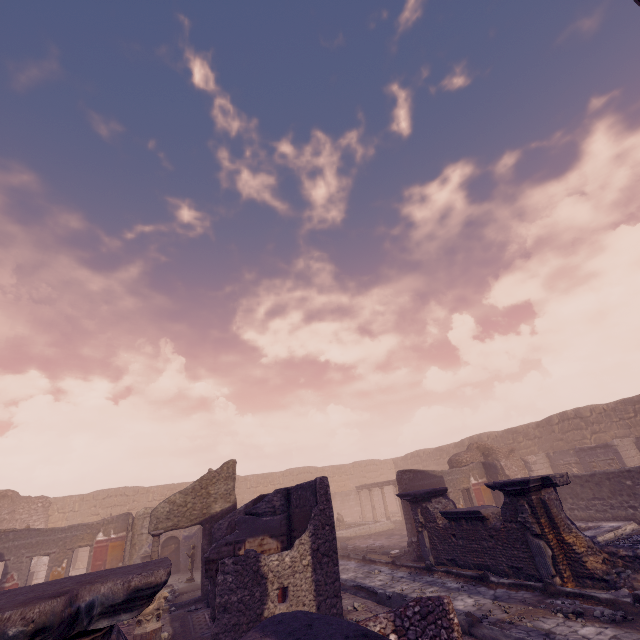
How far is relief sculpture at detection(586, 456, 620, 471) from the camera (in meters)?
15.48

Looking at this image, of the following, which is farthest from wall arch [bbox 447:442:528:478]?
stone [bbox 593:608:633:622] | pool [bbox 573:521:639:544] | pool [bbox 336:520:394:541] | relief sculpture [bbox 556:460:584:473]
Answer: stone [bbox 593:608:633:622]

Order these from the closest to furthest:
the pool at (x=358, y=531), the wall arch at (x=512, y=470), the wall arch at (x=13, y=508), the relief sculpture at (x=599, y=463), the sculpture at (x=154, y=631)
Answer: the sculpture at (x=154, y=631) < the relief sculpture at (x=599, y=463) < the wall arch at (x=512, y=470) < the pool at (x=358, y=531) < the wall arch at (x=13, y=508)

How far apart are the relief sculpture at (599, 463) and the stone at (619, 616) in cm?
1303

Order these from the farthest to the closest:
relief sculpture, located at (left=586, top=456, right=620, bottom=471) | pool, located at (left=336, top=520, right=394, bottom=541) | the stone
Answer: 1. pool, located at (left=336, top=520, right=394, bottom=541)
2. relief sculpture, located at (left=586, top=456, right=620, bottom=471)
3. the stone

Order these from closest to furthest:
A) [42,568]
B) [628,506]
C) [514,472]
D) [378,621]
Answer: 1. [378,621]
2. [628,506]
3. [514,472]
4. [42,568]

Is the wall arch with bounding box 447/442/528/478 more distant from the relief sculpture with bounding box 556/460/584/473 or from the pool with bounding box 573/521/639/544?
the pool with bounding box 573/521/639/544

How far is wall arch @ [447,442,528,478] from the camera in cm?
1792
